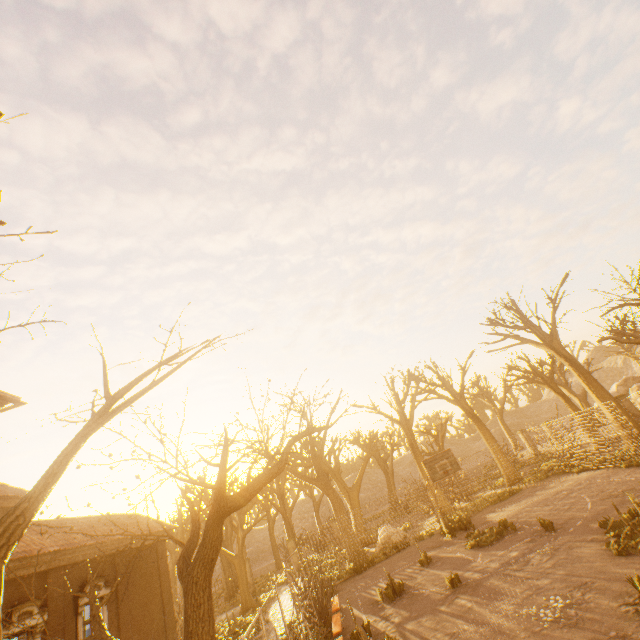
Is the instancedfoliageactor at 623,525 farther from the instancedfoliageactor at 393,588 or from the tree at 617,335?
the instancedfoliageactor at 393,588

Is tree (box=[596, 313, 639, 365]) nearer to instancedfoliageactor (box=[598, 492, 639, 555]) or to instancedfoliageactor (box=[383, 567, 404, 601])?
instancedfoliageactor (box=[598, 492, 639, 555])

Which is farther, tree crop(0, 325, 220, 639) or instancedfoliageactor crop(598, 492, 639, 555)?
instancedfoliageactor crop(598, 492, 639, 555)

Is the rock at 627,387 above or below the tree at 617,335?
below

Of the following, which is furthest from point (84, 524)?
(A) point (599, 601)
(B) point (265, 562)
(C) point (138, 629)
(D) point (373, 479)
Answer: (D) point (373, 479)

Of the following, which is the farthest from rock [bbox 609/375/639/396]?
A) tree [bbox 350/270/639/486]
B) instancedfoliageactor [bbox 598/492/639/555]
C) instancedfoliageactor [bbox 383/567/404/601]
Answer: instancedfoliageactor [bbox 383/567/404/601]

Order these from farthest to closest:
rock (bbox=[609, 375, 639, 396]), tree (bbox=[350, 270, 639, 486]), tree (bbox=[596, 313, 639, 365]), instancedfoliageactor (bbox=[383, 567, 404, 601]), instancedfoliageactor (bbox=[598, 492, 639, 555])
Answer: rock (bbox=[609, 375, 639, 396]), tree (bbox=[350, 270, 639, 486]), tree (bbox=[596, 313, 639, 365]), instancedfoliageactor (bbox=[383, 567, 404, 601]), instancedfoliageactor (bbox=[598, 492, 639, 555])

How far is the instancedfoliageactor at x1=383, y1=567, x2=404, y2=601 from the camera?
12.5m
